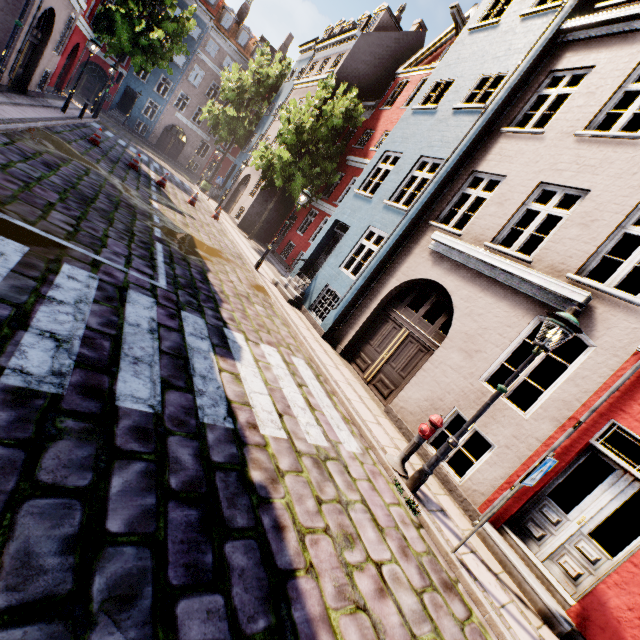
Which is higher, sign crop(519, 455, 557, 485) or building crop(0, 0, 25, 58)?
building crop(0, 0, 25, 58)

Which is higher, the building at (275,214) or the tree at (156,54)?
the tree at (156,54)

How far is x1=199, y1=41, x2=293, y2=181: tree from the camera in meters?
26.4 m

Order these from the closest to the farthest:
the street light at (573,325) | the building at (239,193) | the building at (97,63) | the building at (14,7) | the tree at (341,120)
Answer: the street light at (573,325) < the building at (14,7) < the tree at (341,120) < the building at (239,193) < the building at (97,63)

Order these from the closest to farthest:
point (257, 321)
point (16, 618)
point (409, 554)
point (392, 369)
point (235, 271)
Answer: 1. point (16, 618)
2. point (409, 554)
3. point (257, 321)
4. point (392, 369)
5. point (235, 271)

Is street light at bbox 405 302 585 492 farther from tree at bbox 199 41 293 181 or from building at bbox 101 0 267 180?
tree at bbox 199 41 293 181

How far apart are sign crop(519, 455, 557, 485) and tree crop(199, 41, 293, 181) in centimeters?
3269cm

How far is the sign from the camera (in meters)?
4.03
